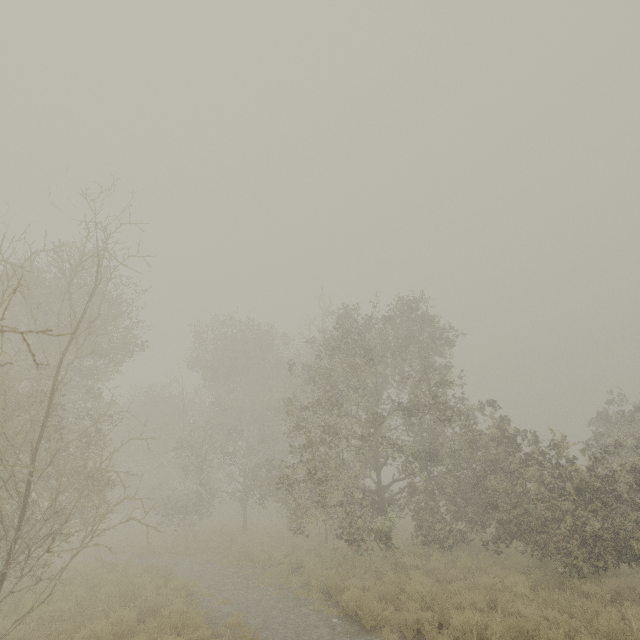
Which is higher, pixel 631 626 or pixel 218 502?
pixel 218 502
